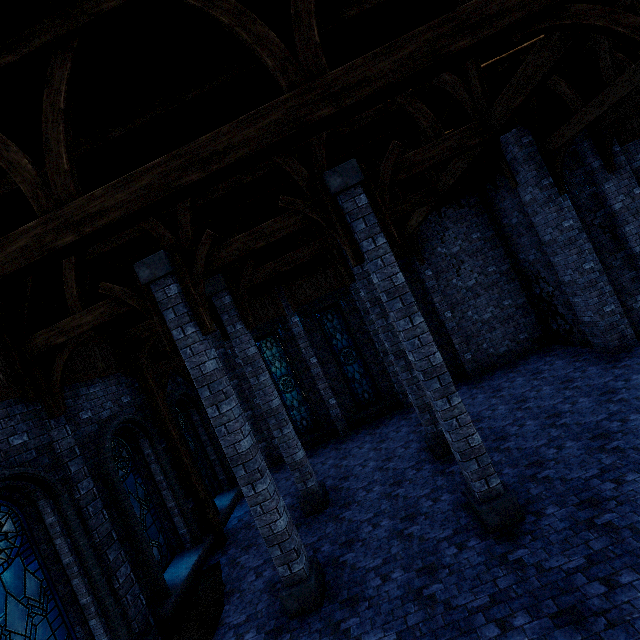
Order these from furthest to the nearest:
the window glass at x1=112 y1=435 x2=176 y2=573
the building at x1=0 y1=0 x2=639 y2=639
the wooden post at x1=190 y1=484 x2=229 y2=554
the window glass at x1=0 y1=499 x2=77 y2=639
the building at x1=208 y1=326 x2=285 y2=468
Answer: the building at x1=208 y1=326 x2=285 y2=468 → the wooden post at x1=190 y1=484 x2=229 y2=554 → the window glass at x1=112 y1=435 x2=176 y2=573 → the window glass at x1=0 y1=499 x2=77 y2=639 → the building at x1=0 y1=0 x2=639 y2=639

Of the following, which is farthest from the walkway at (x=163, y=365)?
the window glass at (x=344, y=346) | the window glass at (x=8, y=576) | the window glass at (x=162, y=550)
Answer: the window glass at (x=344, y=346)

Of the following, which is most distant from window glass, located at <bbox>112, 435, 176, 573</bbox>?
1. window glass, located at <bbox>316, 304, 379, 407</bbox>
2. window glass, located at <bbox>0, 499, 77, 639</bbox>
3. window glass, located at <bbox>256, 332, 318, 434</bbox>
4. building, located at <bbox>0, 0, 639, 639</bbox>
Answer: window glass, located at <bbox>316, 304, 379, 407</bbox>

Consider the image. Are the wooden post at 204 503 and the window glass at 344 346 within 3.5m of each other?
no

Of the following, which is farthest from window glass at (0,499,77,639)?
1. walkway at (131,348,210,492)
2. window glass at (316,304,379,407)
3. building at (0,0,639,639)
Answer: window glass at (316,304,379,407)

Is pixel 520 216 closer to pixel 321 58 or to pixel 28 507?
pixel 321 58

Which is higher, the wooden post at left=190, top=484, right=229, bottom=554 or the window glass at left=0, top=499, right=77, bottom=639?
the window glass at left=0, top=499, right=77, bottom=639

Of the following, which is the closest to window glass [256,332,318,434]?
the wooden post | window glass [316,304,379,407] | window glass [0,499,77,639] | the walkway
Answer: window glass [316,304,379,407]
